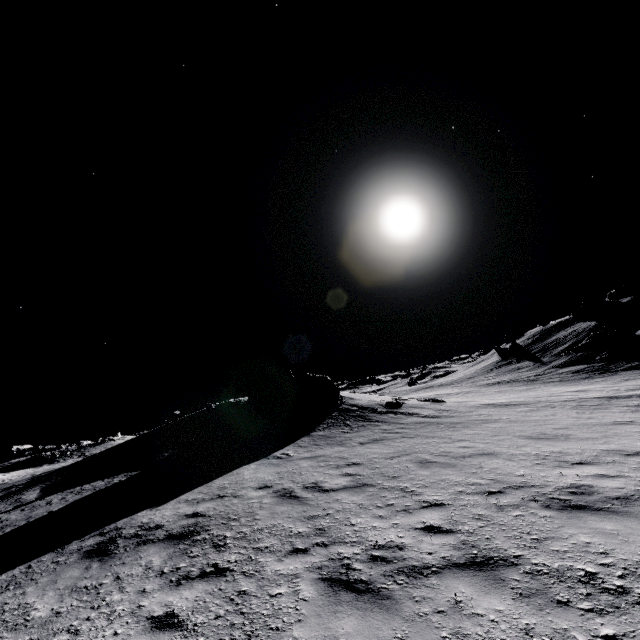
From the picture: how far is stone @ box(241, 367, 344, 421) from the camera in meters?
20.6

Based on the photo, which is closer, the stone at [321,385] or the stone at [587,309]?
the stone at [321,385]

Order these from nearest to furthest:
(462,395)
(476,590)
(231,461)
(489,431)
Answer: (476,590), (489,431), (231,461), (462,395)

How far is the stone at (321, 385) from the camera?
20.60m

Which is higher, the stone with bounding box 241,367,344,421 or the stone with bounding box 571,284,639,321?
the stone with bounding box 571,284,639,321

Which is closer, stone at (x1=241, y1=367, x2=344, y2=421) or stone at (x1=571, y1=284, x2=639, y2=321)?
stone at (x1=241, y1=367, x2=344, y2=421)
